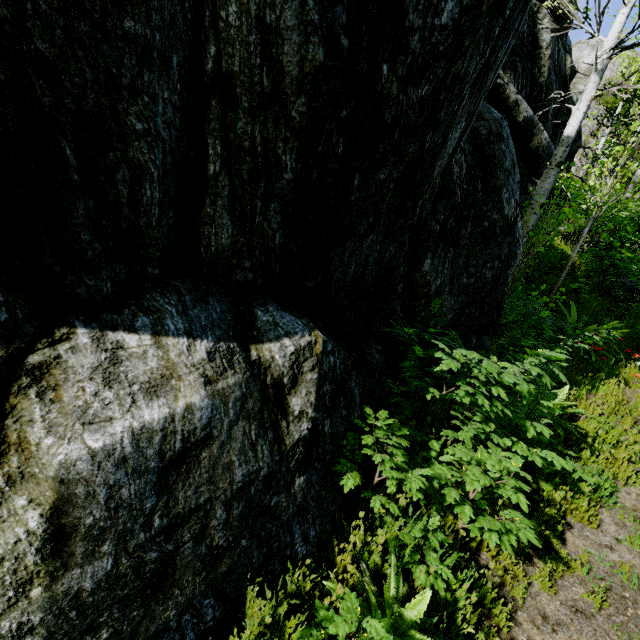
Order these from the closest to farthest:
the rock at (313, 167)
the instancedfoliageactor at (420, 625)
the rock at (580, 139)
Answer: the rock at (313, 167)
the instancedfoliageactor at (420, 625)
the rock at (580, 139)

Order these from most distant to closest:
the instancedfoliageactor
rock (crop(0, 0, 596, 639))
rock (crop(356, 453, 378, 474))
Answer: rock (crop(356, 453, 378, 474)) → the instancedfoliageactor → rock (crop(0, 0, 596, 639))

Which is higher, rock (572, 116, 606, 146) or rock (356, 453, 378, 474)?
rock (572, 116, 606, 146)

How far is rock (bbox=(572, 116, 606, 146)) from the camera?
13.64m

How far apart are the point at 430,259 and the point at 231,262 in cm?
270

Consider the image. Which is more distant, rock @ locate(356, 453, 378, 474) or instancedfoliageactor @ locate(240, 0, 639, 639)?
rock @ locate(356, 453, 378, 474)

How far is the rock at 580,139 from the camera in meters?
13.6 m
